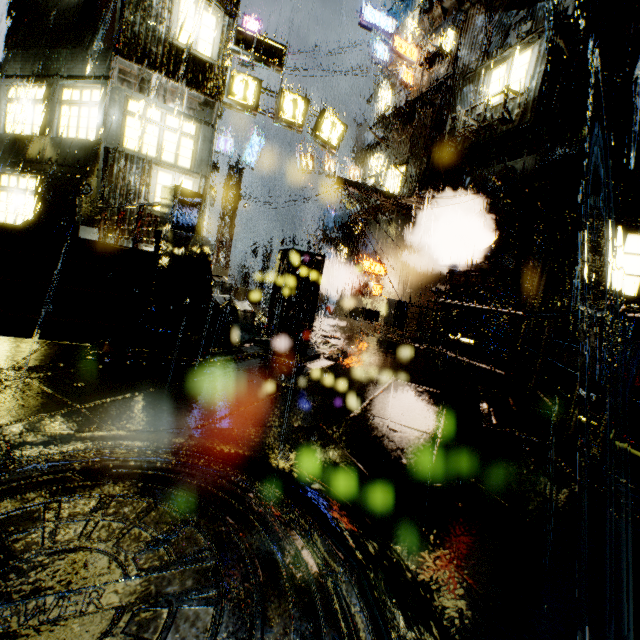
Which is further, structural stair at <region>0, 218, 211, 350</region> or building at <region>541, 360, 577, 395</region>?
building at <region>541, 360, 577, 395</region>

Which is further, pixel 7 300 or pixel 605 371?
pixel 605 371

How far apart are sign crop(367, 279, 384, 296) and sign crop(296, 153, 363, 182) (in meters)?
9.12

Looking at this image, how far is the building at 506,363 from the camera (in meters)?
11.87

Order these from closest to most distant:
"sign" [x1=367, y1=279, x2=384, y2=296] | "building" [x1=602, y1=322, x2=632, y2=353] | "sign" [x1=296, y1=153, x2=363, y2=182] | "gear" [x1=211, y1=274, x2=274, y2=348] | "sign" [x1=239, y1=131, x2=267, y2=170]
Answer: "gear" [x1=211, y1=274, x2=274, y2=348] < "building" [x1=602, y1=322, x2=632, y2=353] < "sign" [x1=367, y1=279, x2=384, y2=296] < "sign" [x1=239, y1=131, x2=267, y2=170] < "sign" [x1=296, y1=153, x2=363, y2=182]

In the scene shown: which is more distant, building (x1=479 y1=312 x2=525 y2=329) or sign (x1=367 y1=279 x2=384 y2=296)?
sign (x1=367 y1=279 x2=384 y2=296)

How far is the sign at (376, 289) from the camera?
20.5m

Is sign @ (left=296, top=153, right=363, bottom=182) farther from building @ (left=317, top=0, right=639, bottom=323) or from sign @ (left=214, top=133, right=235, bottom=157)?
sign @ (left=214, top=133, right=235, bottom=157)
